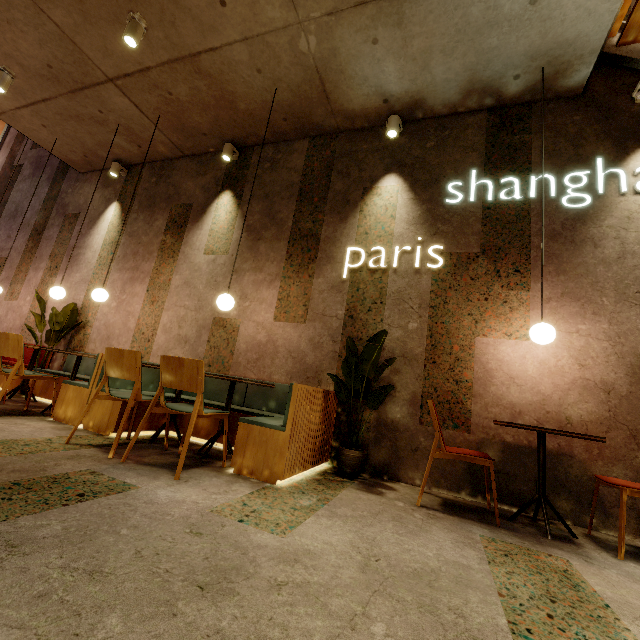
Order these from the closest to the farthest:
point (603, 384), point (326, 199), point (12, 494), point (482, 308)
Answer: point (12, 494) → point (603, 384) → point (482, 308) → point (326, 199)

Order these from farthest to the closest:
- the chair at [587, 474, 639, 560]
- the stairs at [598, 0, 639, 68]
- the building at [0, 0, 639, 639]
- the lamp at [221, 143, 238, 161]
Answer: the lamp at [221, 143, 238, 161], the stairs at [598, 0, 639, 68], the chair at [587, 474, 639, 560], the building at [0, 0, 639, 639]

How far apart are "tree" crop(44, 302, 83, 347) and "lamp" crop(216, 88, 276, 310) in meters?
3.4

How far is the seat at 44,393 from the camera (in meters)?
4.75

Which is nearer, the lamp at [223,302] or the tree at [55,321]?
the lamp at [223,302]

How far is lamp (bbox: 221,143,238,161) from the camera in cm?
521

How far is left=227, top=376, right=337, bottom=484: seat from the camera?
2.61m

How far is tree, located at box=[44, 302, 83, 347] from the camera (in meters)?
5.25
